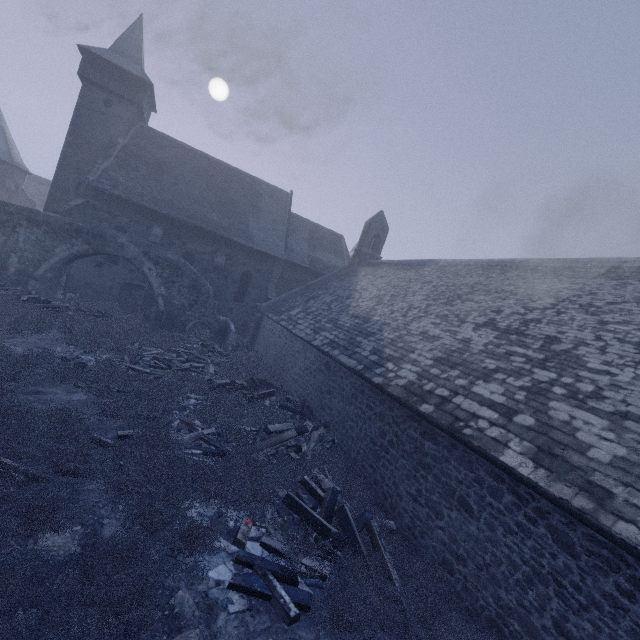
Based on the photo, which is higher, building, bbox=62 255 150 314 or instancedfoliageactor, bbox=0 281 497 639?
building, bbox=62 255 150 314

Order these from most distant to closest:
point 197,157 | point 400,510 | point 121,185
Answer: point 197,157 < point 121,185 < point 400,510

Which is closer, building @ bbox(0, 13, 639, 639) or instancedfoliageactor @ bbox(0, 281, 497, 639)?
instancedfoliageactor @ bbox(0, 281, 497, 639)

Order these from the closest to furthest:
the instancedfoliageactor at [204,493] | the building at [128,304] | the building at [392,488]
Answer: the instancedfoliageactor at [204,493] → the building at [392,488] → the building at [128,304]

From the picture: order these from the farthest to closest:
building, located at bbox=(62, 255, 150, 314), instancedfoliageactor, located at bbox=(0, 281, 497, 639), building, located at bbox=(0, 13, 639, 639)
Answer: building, located at bbox=(62, 255, 150, 314), building, located at bbox=(0, 13, 639, 639), instancedfoliageactor, located at bbox=(0, 281, 497, 639)

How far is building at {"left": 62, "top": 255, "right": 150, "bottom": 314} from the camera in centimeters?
2041cm

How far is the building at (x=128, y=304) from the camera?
20.4m
